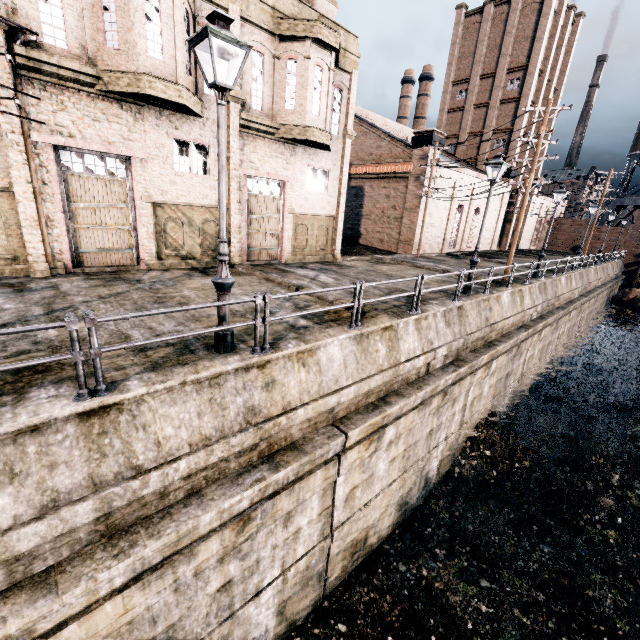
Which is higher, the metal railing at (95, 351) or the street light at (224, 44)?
the street light at (224, 44)

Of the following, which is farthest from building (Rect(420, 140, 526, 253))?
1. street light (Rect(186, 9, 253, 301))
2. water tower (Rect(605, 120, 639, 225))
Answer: street light (Rect(186, 9, 253, 301))

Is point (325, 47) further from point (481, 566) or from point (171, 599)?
point (481, 566)

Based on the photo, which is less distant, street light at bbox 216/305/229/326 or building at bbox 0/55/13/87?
street light at bbox 216/305/229/326

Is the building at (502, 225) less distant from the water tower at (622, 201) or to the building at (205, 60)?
the building at (205, 60)

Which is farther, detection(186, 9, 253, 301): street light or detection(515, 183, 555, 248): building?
detection(515, 183, 555, 248): building

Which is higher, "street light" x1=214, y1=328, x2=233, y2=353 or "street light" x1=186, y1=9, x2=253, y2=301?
"street light" x1=186, y1=9, x2=253, y2=301

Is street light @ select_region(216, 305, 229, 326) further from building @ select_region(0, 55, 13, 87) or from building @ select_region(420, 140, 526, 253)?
building @ select_region(420, 140, 526, 253)
